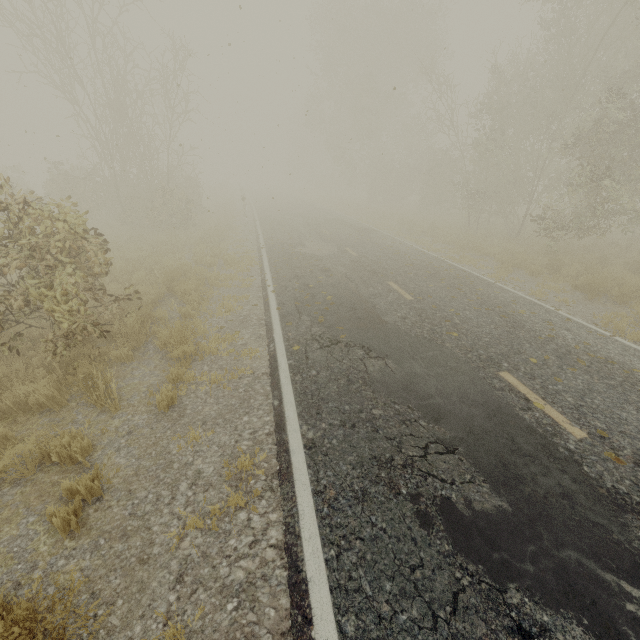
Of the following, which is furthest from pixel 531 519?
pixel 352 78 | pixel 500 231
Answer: pixel 352 78
